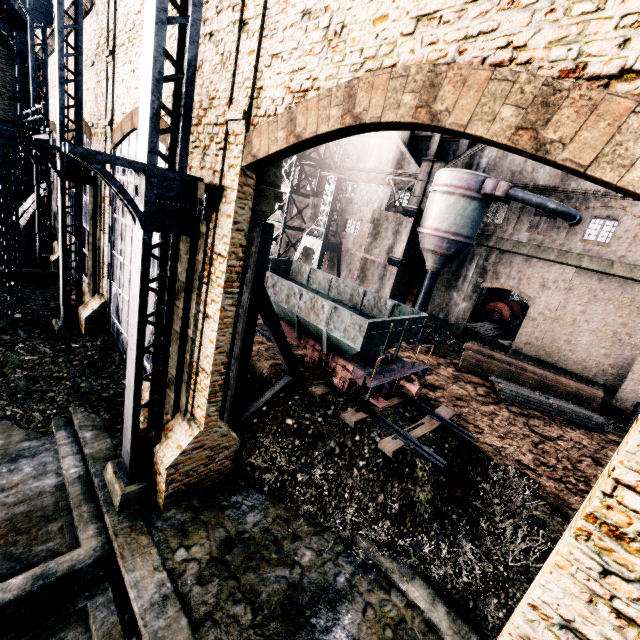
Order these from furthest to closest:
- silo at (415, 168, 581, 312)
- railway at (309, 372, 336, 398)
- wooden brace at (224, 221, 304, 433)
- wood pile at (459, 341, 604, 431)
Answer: silo at (415, 168, 581, 312), wood pile at (459, 341, 604, 431), railway at (309, 372, 336, 398), wooden brace at (224, 221, 304, 433)

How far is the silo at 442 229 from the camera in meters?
23.5

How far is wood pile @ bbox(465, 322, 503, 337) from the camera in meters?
32.1 m

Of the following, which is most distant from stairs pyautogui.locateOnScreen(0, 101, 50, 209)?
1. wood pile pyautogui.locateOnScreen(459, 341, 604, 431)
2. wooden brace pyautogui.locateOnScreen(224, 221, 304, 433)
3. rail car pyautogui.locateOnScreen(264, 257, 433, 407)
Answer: wood pile pyautogui.locateOnScreen(459, 341, 604, 431)

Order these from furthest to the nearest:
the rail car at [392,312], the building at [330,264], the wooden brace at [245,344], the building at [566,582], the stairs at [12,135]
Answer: the building at [330,264] → the stairs at [12,135] → the rail car at [392,312] → the wooden brace at [245,344] → the building at [566,582]

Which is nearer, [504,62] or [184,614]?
[504,62]

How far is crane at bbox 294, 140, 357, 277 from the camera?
30.2 meters

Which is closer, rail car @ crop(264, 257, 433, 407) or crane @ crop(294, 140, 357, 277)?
rail car @ crop(264, 257, 433, 407)
